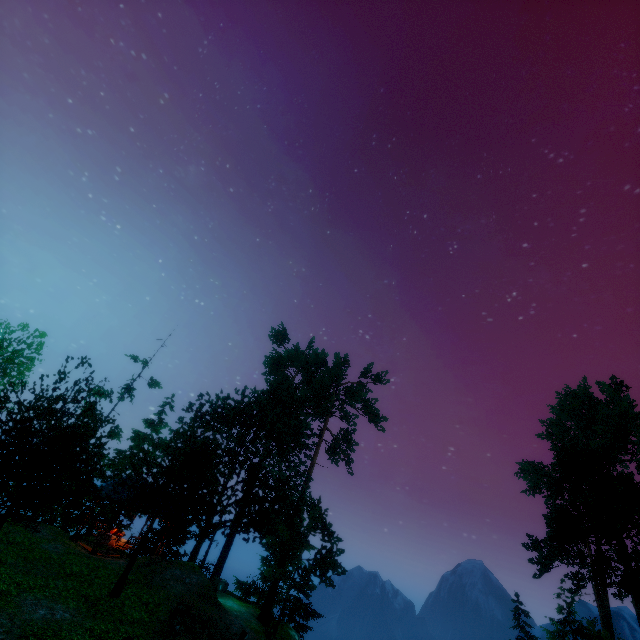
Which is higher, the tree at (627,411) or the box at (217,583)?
the tree at (627,411)

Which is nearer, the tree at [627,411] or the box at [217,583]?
the tree at [627,411]

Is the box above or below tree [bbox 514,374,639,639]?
below

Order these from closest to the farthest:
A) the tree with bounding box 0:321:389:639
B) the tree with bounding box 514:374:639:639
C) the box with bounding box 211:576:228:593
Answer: the tree with bounding box 0:321:389:639, the tree with bounding box 514:374:639:639, the box with bounding box 211:576:228:593

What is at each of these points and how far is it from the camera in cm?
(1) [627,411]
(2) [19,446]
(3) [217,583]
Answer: (1) tree, 2484
(2) tree, 1056
(3) box, 2417

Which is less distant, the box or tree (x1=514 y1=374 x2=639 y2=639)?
tree (x1=514 y1=374 x2=639 y2=639)

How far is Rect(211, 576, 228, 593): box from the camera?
24.0 meters
